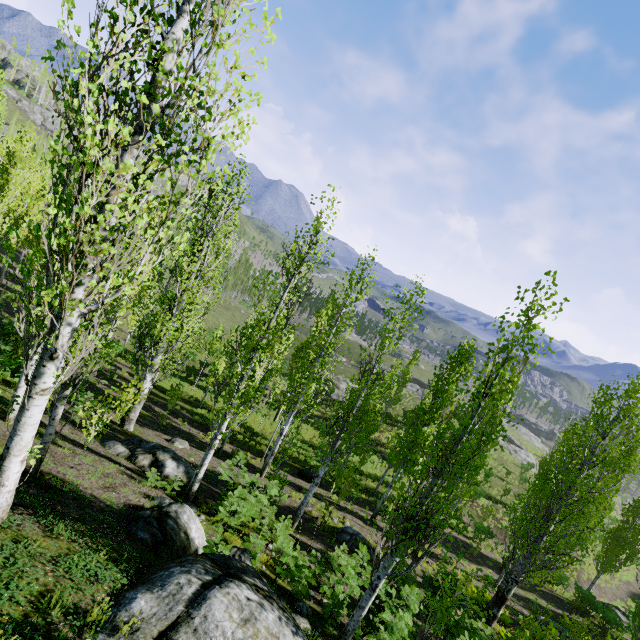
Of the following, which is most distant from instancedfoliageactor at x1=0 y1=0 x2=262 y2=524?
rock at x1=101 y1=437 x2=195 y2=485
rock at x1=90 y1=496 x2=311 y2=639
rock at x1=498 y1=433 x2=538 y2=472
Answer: rock at x1=90 y1=496 x2=311 y2=639

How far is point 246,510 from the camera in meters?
9.6 m

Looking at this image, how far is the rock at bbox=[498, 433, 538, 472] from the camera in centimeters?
4812cm

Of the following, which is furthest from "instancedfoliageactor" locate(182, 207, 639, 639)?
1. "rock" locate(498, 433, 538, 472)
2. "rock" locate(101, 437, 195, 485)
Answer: "rock" locate(101, 437, 195, 485)

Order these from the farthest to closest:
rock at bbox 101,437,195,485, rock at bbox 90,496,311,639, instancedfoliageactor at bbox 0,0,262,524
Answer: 1. rock at bbox 101,437,195,485
2. rock at bbox 90,496,311,639
3. instancedfoliageactor at bbox 0,0,262,524

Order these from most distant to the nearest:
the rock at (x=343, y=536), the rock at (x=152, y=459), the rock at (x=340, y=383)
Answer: the rock at (x=340, y=383), the rock at (x=343, y=536), the rock at (x=152, y=459)

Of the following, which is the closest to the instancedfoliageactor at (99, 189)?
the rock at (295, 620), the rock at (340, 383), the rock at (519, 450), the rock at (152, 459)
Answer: the rock at (519, 450)

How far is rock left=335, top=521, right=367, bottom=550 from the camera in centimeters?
1391cm
